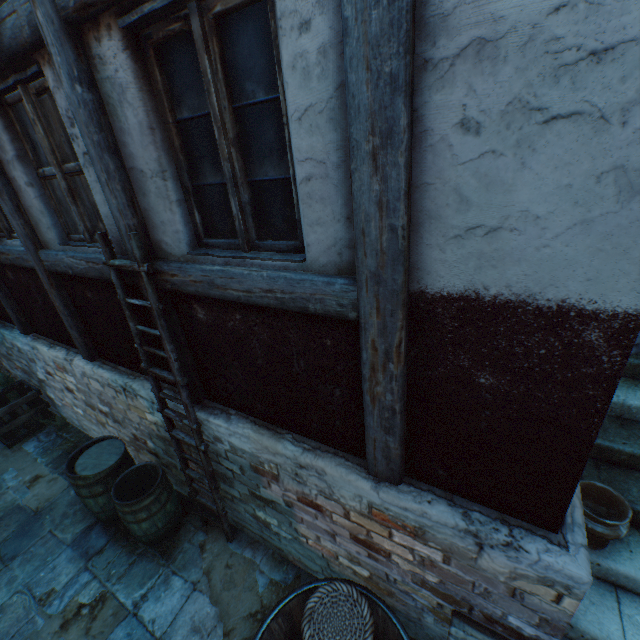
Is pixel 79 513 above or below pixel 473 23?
below

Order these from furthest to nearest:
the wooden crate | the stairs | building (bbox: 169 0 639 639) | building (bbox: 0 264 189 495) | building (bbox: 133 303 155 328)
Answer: the wooden crate, building (bbox: 0 264 189 495), building (bbox: 133 303 155 328), the stairs, building (bbox: 169 0 639 639)

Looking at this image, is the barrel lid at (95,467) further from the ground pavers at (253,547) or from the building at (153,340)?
the ground pavers at (253,547)

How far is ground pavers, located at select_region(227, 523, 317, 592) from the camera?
3.47m

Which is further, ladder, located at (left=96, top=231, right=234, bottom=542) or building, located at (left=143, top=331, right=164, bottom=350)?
building, located at (left=143, top=331, right=164, bottom=350)

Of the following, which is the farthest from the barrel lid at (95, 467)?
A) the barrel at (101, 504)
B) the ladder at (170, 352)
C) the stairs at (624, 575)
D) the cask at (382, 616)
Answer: the stairs at (624, 575)

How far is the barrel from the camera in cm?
365

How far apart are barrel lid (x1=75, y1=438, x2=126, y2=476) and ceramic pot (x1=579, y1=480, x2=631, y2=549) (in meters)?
4.61
